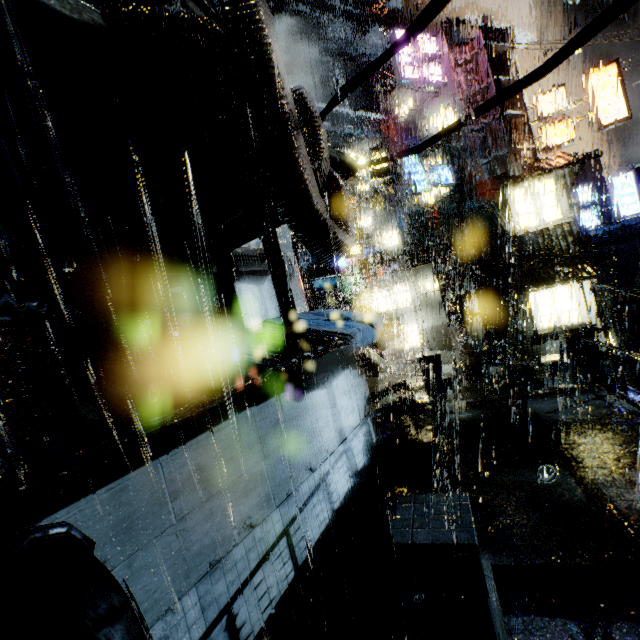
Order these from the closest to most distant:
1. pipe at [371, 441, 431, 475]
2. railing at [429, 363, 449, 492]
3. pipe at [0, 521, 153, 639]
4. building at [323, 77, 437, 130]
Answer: pipe at [0, 521, 153, 639]
railing at [429, 363, 449, 492]
pipe at [371, 441, 431, 475]
building at [323, 77, 437, 130]

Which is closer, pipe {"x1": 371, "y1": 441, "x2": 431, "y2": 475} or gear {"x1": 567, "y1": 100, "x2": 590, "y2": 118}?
pipe {"x1": 371, "y1": 441, "x2": 431, "y2": 475}

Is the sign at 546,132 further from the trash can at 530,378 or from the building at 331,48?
the trash can at 530,378

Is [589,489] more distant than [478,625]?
Yes

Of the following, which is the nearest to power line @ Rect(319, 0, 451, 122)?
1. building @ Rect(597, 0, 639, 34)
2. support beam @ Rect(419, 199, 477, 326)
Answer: support beam @ Rect(419, 199, 477, 326)

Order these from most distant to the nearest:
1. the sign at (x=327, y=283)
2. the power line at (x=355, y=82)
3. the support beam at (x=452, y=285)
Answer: the support beam at (x=452, y=285), the sign at (x=327, y=283), the power line at (x=355, y=82)

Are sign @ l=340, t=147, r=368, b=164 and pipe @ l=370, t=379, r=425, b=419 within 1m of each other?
no

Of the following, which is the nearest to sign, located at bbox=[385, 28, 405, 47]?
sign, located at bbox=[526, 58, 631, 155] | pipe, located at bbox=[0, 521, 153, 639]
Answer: sign, located at bbox=[526, 58, 631, 155]
